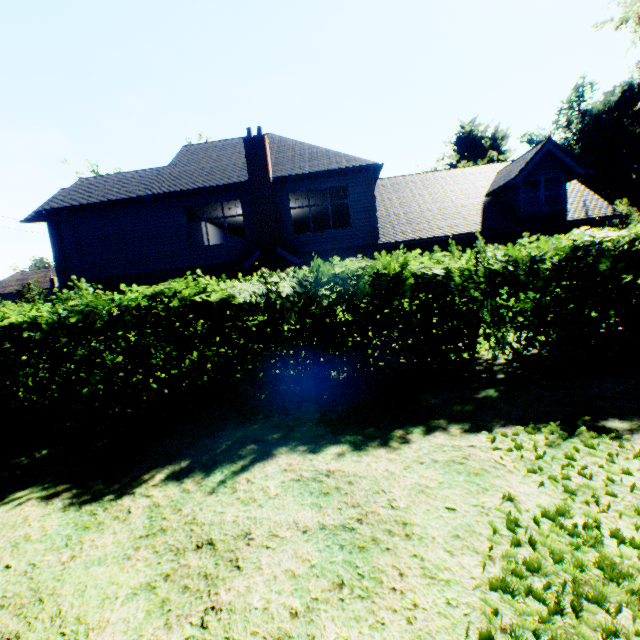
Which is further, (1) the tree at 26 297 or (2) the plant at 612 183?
(2) the plant at 612 183

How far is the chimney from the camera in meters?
14.1

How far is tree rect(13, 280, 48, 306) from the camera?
37.2m

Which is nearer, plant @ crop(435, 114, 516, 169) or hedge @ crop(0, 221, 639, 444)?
hedge @ crop(0, 221, 639, 444)

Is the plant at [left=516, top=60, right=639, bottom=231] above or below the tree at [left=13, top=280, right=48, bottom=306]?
above

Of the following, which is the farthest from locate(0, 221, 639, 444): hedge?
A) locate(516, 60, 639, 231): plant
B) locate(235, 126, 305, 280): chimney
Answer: locate(516, 60, 639, 231): plant

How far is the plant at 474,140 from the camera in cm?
4094

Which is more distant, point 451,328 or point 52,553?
point 451,328
